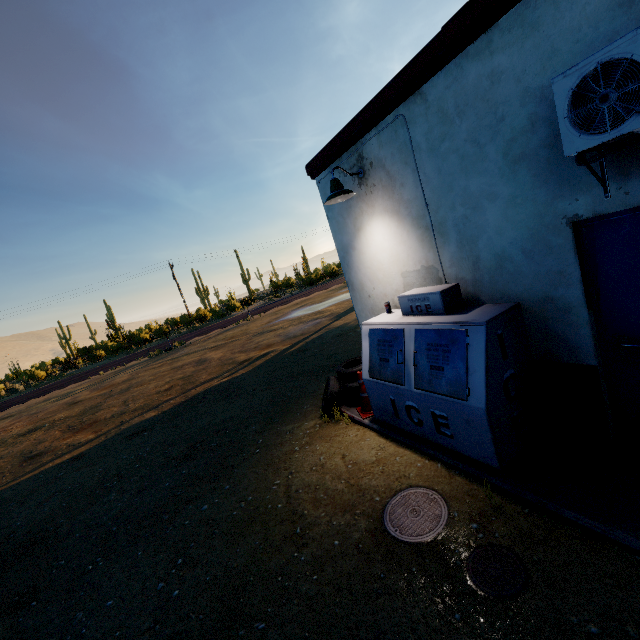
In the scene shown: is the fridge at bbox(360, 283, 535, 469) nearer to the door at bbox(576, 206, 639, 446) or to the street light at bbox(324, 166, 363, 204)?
the door at bbox(576, 206, 639, 446)

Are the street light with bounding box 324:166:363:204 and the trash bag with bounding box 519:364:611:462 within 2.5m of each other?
no

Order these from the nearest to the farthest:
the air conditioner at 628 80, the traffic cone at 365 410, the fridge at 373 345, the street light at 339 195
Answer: the air conditioner at 628 80 → the fridge at 373 345 → the street light at 339 195 → the traffic cone at 365 410

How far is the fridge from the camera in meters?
3.2

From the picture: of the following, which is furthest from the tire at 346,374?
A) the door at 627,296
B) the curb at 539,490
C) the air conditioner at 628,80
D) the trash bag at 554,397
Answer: the air conditioner at 628,80

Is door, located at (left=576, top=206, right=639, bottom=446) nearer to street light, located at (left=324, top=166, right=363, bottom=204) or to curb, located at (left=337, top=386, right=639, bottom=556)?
curb, located at (left=337, top=386, right=639, bottom=556)

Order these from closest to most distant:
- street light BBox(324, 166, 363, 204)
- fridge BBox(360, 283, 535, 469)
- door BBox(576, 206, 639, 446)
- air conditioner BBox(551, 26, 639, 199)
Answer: air conditioner BBox(551, 26, 639, 199), door BBox(576, 206, 639, 446), fridge BBox(360, 283, 535, 469), street light BBox(324, 166, 363, 204)

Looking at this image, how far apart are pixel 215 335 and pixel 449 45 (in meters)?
23.29
